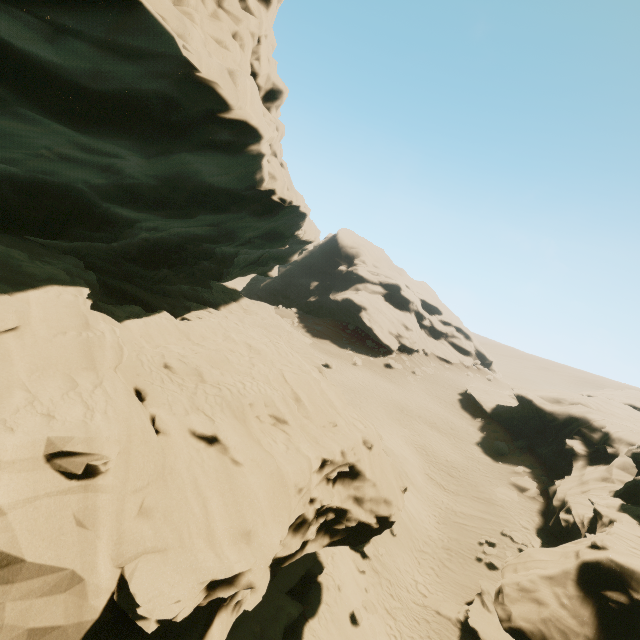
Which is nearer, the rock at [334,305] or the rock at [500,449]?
the rock at [500,449]

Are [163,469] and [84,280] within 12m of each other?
yes

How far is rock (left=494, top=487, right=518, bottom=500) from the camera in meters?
23.6 m

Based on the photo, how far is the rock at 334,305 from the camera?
51.4m

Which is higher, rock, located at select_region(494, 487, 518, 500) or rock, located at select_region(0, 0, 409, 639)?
rock, located at select_region(0, 0, 409, 639)

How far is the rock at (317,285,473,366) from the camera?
51.36m

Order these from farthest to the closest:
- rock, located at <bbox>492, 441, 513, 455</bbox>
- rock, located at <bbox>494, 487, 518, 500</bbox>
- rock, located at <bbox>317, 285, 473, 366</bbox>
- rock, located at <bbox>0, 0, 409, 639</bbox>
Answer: rock, located at <bbox>317, 285, 473, 366</bbox>, rock, located at <bbox>492, 441, 513, 455</bbox>, rock, located at <bbox>494, 487, 518, 500</bbox>, rock, located at <bbox>0, 0, 409, 639</bbox>
